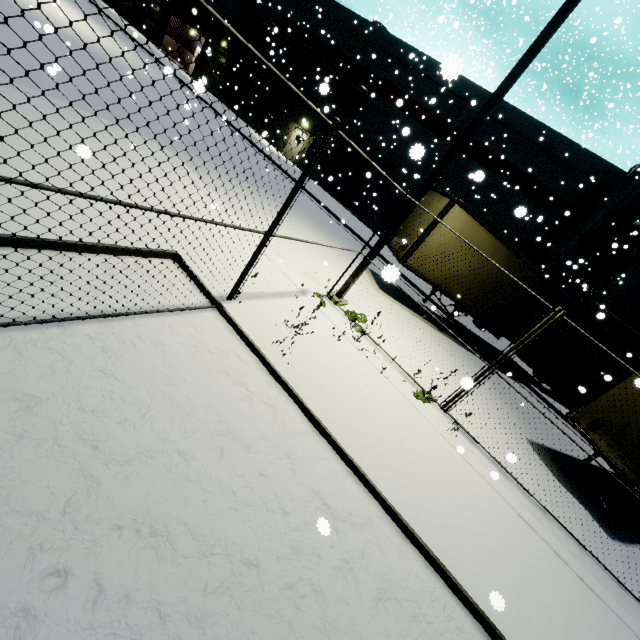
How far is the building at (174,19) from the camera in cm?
3212

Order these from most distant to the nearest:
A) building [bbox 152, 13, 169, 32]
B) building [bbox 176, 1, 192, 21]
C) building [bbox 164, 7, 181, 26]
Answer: building [bbox 152, 13, 169, 32] → building [bbox 164, 7, 181, 26] → building [bbox 176, 1, 192, 21]

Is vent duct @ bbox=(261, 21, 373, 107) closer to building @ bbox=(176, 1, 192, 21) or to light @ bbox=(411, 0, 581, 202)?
building @ bbox=(176, 1, 192, 21)

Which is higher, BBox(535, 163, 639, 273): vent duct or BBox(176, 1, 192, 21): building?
BBox(535, 163, 639, 273): vent duct

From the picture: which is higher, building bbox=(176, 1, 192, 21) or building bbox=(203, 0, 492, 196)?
building bbox=(203, 0, 492, 196)

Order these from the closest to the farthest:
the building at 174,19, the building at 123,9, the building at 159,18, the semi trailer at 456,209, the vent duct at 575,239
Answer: the semi trailer at 456,209
the vent duct at 575,239
the building at 174,19
the building at 159,18
the building at 123,9

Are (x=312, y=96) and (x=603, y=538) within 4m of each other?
no

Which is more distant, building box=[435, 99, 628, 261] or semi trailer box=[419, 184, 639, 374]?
building box=[435, 99, 628, 261]
